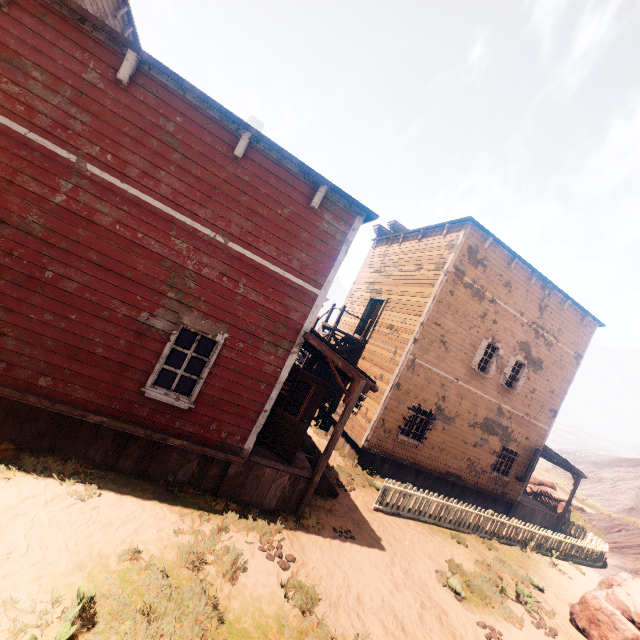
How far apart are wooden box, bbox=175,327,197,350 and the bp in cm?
620

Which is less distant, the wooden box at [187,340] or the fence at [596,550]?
the fence at [596,550]

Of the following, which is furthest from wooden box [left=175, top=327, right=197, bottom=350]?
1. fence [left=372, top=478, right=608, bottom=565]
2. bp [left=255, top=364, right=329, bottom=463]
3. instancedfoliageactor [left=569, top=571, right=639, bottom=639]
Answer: instancedfoliageactor [left=569, top=571, right=639, bottom=639]

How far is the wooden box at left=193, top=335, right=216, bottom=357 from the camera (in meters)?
13.73

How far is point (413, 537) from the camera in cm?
952

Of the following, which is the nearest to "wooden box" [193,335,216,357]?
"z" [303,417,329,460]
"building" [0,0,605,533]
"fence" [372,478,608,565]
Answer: "building" [0,0,605,533]

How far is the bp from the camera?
7.97m

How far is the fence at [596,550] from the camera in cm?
1044
